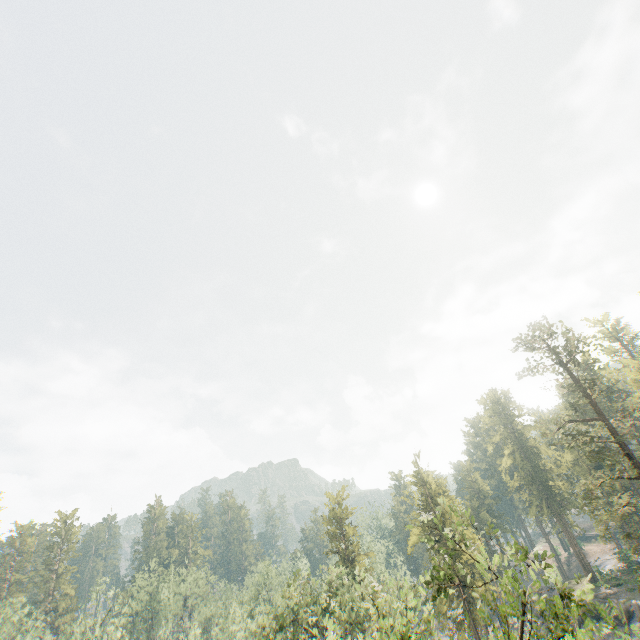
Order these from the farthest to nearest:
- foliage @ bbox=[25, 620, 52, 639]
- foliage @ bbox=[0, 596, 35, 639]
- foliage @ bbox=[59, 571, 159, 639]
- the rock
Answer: foliage @ bbox=[59, 571, 159, 639] → foliage @ bbox=[25, 620, 52, 639] → foliage @ bbox=[0, 596, 35, 639] → the rock

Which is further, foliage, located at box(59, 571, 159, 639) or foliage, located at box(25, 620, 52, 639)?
foliage, located at box(59, 571, 159, 639)

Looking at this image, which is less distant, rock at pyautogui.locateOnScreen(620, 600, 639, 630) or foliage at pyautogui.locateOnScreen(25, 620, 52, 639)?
rock at pyautogui.locateOnScreen(620, 600, 639, 630)

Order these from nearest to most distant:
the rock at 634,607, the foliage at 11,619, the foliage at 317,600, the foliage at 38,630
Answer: the foliage at 317,600
the rock at 634,607
the foliage at 11,619
the foliage at 38,630

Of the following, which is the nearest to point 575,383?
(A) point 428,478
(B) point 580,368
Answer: (A) point 428,478

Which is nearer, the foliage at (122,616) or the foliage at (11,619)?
the foliage at (11,619)
